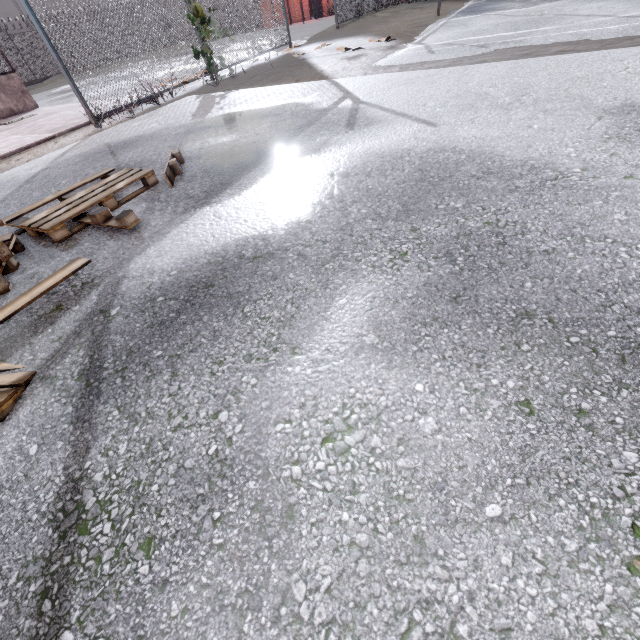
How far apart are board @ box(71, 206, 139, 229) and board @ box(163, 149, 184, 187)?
0.7 meters

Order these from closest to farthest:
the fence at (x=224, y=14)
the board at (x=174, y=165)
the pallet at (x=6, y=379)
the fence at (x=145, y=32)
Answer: the pallet at (x=6, y=379) < the board at (x=174, y=165) < the fence at (x=145, y=32) < the fence at (x=224, y=14)

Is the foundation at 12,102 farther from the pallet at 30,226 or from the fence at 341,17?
the pallet at 30,226

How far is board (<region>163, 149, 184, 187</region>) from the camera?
3.2 meters

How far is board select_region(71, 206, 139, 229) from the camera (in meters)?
2.57

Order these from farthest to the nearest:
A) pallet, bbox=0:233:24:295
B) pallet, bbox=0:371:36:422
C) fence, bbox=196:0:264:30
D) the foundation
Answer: the foundation → fence, bbox=196:0:264:30 → pallet, bbox=0:233:24:295 → pallet, bbox=0:371:36:422

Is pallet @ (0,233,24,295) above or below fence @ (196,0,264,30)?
below

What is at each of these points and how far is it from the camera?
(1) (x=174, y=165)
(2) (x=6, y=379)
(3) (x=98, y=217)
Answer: (1) board, 3.4m
(2) pallet, 1.6m
(3) board, 2.7m
